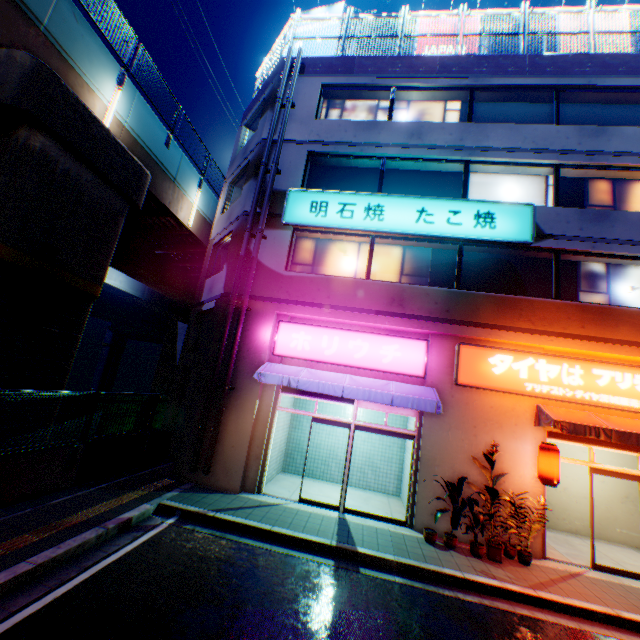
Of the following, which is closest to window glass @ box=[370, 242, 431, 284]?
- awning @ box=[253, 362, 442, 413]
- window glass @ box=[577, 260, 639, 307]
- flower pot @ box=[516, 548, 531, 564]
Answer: awning @ box=[253, 362, 442, 413]

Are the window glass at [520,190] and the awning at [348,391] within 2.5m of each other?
no

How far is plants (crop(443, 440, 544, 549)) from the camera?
7.46m

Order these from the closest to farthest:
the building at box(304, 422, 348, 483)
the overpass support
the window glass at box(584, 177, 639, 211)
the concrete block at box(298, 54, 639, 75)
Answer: the overpass support, the window glass at box(584, 177, 639, 211), the concrete block at box(298, 54, 639, 75), the building at box(304, 422, 348, 483)

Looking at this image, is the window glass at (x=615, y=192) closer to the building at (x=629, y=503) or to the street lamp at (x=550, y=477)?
the building at (x=629, y=503)

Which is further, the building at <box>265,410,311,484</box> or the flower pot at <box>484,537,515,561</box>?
the building at <box>265,410,311,484</box>

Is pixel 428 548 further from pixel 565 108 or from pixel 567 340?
pixel 565 108

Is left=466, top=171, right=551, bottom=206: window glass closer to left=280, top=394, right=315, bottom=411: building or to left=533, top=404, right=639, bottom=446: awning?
left=280, top=394, right=315, bottom=411: building
